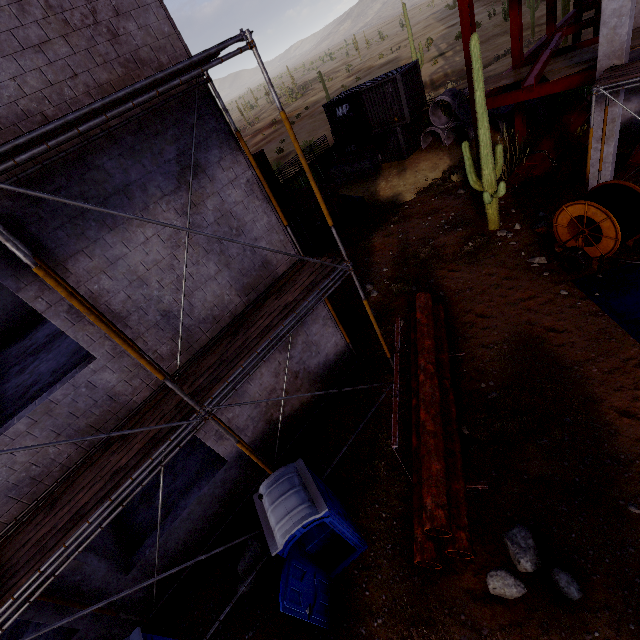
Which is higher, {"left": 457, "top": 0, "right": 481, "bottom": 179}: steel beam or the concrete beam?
{"left": 457, "top": 0, "right": 481, "bottom": 179}: steel beam

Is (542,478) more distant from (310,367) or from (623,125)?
(623,125)

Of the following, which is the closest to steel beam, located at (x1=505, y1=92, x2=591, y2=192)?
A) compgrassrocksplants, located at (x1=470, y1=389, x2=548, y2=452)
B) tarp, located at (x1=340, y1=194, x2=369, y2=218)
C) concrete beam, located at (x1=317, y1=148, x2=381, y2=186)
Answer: tarp, located at (x1=340, y1=194, x2=369, y2=218)

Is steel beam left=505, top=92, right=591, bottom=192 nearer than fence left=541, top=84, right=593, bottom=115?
Yes

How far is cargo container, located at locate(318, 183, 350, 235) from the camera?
16.86m

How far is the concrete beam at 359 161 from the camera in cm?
2195

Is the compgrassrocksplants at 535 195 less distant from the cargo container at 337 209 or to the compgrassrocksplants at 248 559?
the cargo container at 337 209

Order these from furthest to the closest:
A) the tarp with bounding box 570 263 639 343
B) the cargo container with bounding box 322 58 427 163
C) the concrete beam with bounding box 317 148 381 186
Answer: the concrete beam with bounding box 317 148 381 186, the cargo container with bounding box 322 58 427 163, the tarp with bounding box 570 263 639 343
